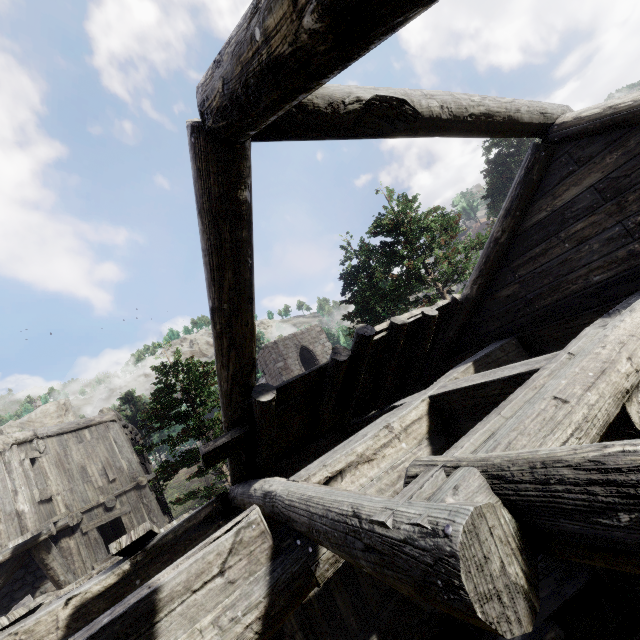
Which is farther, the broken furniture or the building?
the broken furniture

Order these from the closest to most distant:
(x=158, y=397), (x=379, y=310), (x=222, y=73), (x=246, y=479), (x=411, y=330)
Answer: (x=222, y=73), (x=246, y=479), (x=411, y=330), (x=158, y=397), (x=379, y=310)

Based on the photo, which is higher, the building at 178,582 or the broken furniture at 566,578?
the building at 178,582

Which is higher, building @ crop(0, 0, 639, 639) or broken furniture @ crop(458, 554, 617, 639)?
building @ crop(0, 0, 639, 639)

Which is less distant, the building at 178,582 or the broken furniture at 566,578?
the building at 178,582
